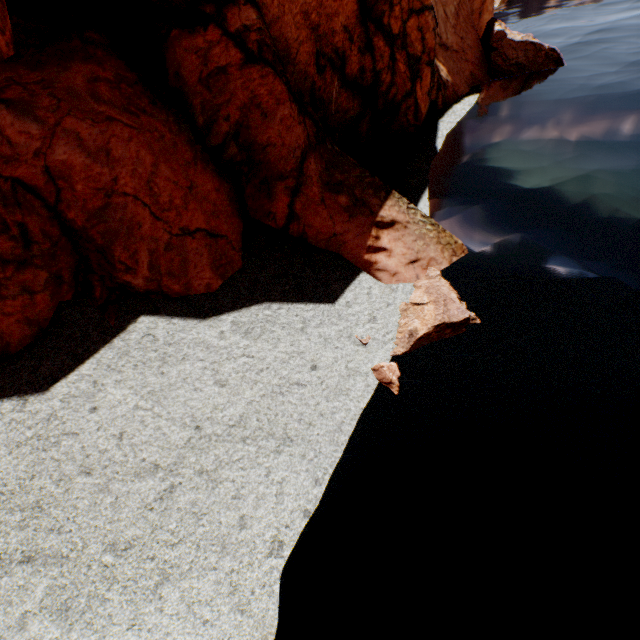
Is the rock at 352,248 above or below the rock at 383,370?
above

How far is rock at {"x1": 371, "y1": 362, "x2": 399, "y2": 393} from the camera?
8.1 meters

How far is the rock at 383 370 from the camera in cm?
813

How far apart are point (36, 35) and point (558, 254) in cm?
1697

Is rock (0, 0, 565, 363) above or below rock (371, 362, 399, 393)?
above
